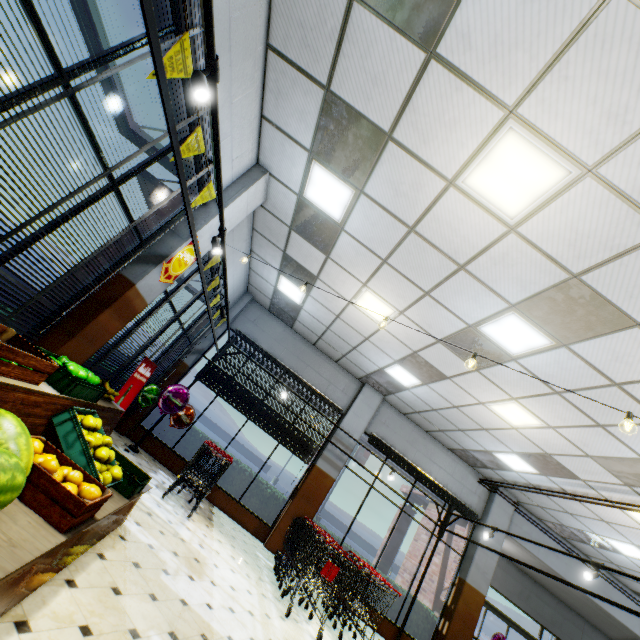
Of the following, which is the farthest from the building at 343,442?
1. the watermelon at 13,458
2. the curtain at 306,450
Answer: the watermelon at 13,458

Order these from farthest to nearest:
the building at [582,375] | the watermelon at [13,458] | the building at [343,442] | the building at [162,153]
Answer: the building at [343,442]
the building at [162,153]
the building at [582,375]
the watermelon at [13,458]

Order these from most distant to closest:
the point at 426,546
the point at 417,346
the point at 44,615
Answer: the point at 426,546
the point at 417,346
the point at 44,615

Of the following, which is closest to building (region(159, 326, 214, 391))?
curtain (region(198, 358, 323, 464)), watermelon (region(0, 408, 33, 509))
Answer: curtain (region(198, 358, 323, 464))

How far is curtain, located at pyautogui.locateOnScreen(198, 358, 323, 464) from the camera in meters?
8.8

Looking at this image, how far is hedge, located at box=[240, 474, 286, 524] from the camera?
8.44m

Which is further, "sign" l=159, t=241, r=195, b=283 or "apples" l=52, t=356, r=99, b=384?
"sign" l=159, t=241, r=195, b=283

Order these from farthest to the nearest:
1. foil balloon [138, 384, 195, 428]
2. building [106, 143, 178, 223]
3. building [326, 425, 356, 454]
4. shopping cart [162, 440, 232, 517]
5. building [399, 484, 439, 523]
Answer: building [399, 484, 439, 523]
building [326, 425, 356, 454]
foil balloon [138, 384, 195, 428]
shopping cart [162, 440, 232, 517]
building [106, 143, 178, 223]
